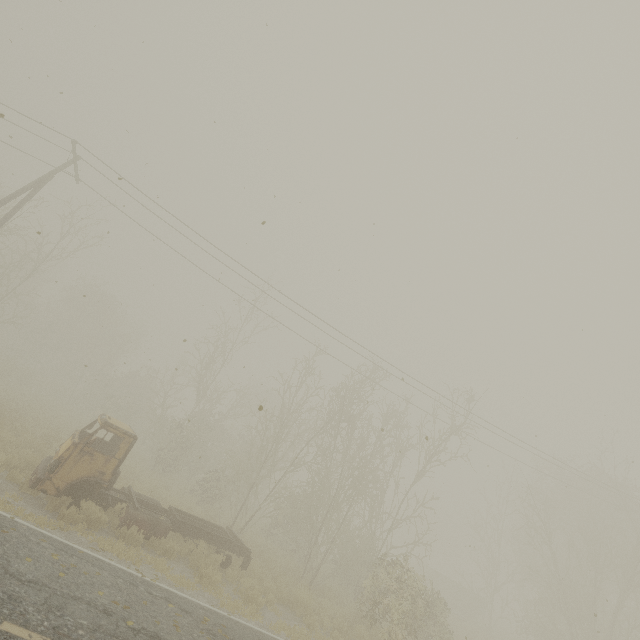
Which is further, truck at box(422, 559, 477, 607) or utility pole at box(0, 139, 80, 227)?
truck at box(422, 559, 477, 607)

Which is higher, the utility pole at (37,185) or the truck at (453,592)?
the utility pole at (37,185)

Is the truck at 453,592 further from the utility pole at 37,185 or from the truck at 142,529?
the utility pole at 37,185

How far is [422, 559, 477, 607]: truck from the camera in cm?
3177

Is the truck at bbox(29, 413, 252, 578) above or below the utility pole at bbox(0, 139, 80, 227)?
below

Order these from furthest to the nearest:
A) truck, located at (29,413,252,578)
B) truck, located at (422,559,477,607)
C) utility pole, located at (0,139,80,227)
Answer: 1. truck, located at (422,559,477,607)
2. utility pole, located at (0,139,80,227)
3. truck, located at (29,413,252,578)

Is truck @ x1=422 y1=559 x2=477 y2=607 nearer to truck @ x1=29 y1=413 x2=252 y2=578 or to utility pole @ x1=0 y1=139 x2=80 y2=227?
truck @ x1=29 y1=413 x2=252 y2=578

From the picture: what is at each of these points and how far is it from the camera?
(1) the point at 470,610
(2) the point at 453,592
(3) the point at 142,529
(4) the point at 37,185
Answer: (1) truck, 31.4m
(2) truck, 32.5m
(3) truck, 10.0m
(4) utility pole, 15.3m
